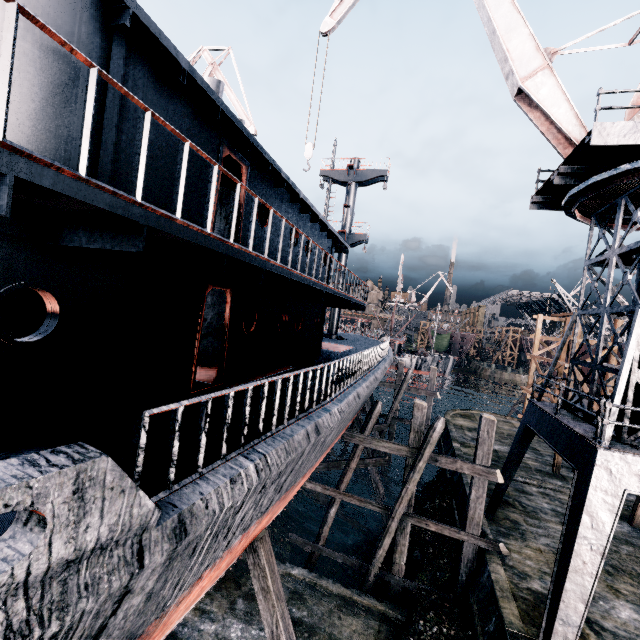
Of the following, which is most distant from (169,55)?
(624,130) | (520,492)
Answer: (520,492)

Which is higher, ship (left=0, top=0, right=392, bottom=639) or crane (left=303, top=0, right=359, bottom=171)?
crane (left=303, top=0, right=359, bottom=171)

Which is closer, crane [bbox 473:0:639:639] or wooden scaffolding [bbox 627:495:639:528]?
crane [bbox 473:0:639:639]

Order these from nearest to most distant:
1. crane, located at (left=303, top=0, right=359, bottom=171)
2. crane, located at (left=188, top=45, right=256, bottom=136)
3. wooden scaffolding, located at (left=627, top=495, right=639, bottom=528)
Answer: crane, located at (left=303, top=0, right=359, bottom=171)
wooden scaffolding, located at (left=627, top=495, right=639, bottom=528)
crane, located at (left=188, top=45, right=256, bottom=136)

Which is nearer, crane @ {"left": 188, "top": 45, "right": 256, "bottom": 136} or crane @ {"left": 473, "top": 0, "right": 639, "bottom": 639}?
crane @ {"left": 473, "top": 0, "right": 639, "bottom": 639}

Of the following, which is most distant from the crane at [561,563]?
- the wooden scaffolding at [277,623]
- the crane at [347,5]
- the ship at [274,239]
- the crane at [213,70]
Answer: the crane at [213,70]

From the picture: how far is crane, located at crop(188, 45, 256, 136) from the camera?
23.5 meters

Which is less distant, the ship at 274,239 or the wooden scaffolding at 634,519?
the ship at 274,239
